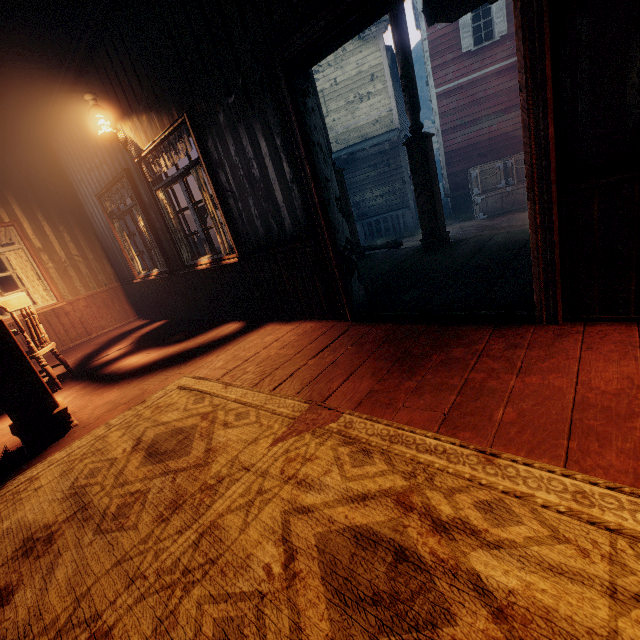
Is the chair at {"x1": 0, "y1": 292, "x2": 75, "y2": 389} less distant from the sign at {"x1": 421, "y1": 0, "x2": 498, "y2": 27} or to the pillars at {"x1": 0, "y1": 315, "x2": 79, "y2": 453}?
the pillars at {"x1": 0, "y1": 315, "x2": 79, "y2": 453}

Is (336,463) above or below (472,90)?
below

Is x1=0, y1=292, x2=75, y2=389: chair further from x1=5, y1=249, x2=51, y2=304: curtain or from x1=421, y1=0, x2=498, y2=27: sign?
x1=421, y1=0, x2=498, y2=27: sign

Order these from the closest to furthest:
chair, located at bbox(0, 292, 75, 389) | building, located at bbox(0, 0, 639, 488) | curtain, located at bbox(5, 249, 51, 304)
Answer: building, located at bbox(0, 0, 639, 488), chair, located at bbox(0, 292, 75, 389), curtain, located at bbox(5, 249, 51, 304)

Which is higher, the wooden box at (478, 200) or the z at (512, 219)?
the wooden box at (478, 200)

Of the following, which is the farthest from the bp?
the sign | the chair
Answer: the sign

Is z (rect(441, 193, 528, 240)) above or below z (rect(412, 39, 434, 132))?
below

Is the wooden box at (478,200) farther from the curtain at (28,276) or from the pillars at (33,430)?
the pillars at (33,430)
